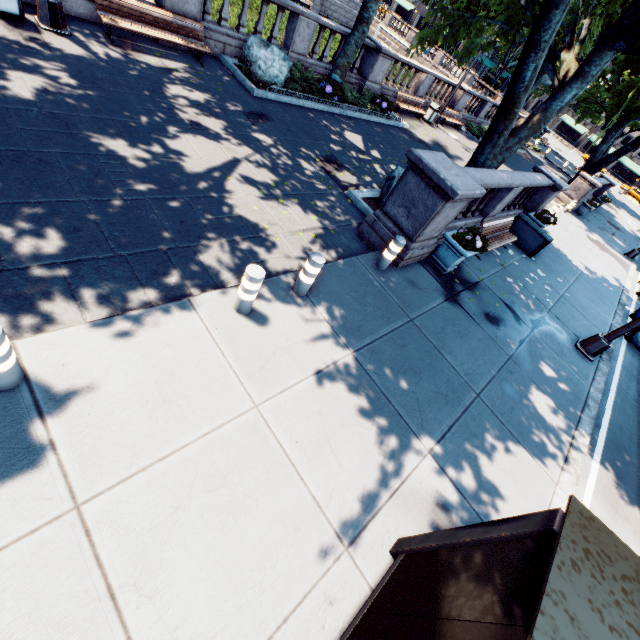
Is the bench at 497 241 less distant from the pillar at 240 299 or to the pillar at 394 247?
the pillar at 394 247

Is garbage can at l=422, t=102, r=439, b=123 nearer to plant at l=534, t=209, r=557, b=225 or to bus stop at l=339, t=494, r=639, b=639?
plant at l=534, t=209, r=557, b=225

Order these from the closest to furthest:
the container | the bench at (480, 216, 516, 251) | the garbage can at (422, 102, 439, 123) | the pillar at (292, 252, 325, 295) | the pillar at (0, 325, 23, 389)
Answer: the pillar at (0, 325, 23, 389) < the pillar at (292, 252, 325, 295) < the bench at (480, 216, 516, 251) < the container < the garbage can at (422, 102, 439, 123)

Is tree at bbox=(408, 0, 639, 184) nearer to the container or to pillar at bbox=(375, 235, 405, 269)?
the container

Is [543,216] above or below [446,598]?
below

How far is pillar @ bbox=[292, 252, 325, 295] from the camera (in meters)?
5.10

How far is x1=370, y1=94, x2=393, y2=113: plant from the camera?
15.44m

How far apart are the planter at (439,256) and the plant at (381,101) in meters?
10.3 m
